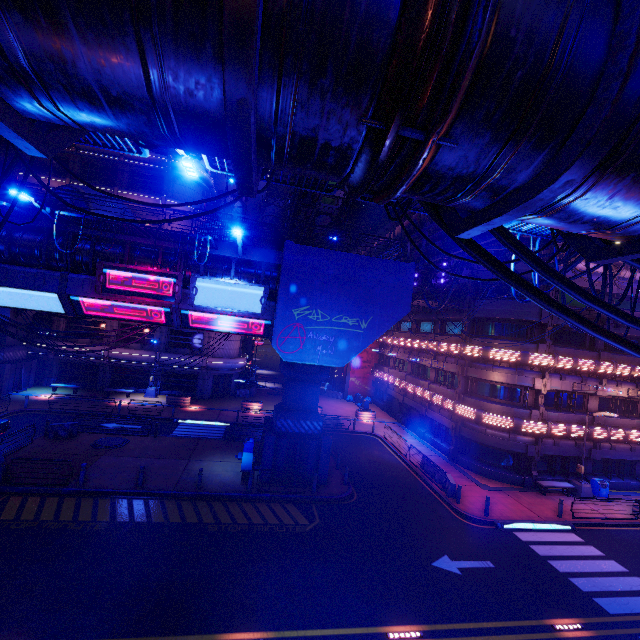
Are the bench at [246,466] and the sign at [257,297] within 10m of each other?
yes

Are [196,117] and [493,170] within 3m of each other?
yes

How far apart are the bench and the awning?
18.9 meters

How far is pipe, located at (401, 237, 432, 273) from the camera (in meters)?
19.86

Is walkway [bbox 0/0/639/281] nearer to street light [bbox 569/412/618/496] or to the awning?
street light [bbox 569/412/618/496]

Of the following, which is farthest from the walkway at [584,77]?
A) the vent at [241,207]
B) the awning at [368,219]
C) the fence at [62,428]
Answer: the vent at [241,207]

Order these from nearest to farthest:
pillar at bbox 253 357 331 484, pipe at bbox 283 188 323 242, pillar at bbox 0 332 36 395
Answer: pillar at bbox 253 357 331 484
pillar at bbox 0 332 36 395
pipe at bbox 283 188 323 242
